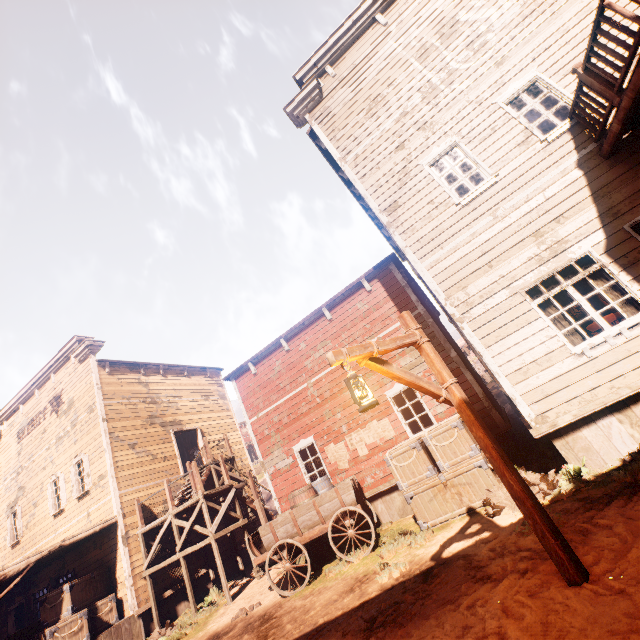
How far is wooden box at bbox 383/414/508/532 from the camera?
6.9 meters

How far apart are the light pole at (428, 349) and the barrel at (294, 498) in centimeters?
610cm

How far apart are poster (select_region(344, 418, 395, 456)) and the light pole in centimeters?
617cm

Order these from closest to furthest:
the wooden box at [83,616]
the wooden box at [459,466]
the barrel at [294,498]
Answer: the wooden box at [459,466] < the barrel at [294,498] < the wooden box at [83,616]

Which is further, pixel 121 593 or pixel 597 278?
pixel 121 593

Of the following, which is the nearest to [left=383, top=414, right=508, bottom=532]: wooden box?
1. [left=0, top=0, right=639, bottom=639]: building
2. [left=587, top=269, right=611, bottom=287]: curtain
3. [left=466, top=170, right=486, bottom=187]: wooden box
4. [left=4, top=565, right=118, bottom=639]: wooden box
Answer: [left=0, top=0, right=639, bottom=639]: building

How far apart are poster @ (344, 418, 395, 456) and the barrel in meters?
1.2

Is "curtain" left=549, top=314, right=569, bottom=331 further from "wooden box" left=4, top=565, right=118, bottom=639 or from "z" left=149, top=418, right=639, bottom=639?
"wooden box" left=4, top=565, right=118, bottom=639
